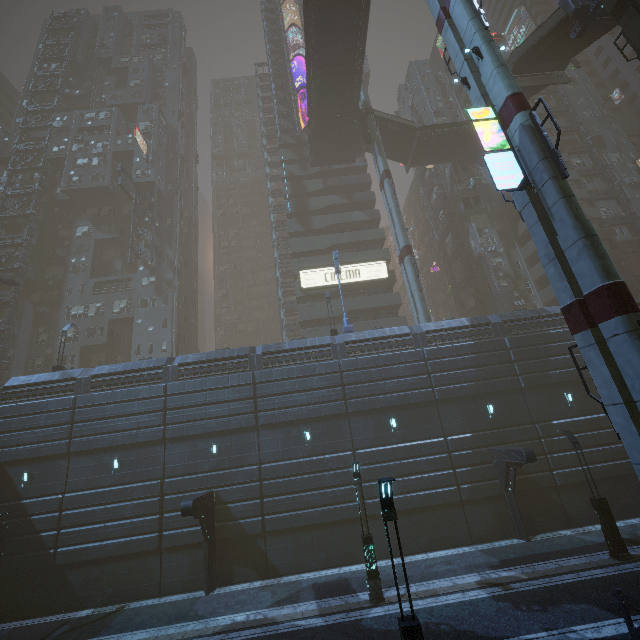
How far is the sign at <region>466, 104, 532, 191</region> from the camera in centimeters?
1266cm

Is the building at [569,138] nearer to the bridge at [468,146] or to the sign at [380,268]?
the sign at [380,268]

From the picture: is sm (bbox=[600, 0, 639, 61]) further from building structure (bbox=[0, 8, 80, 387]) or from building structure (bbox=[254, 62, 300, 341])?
building structure (bbox=[0, 8, 80, 387])

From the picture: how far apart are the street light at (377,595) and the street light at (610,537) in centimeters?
1057cm

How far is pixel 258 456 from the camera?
20.4 meters

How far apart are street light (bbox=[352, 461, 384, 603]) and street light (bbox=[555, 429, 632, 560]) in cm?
1057

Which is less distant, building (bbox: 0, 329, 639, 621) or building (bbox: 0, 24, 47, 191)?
building (bbox: 0, 329, 639, 621)

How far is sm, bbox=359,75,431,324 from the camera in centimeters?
2734cm
